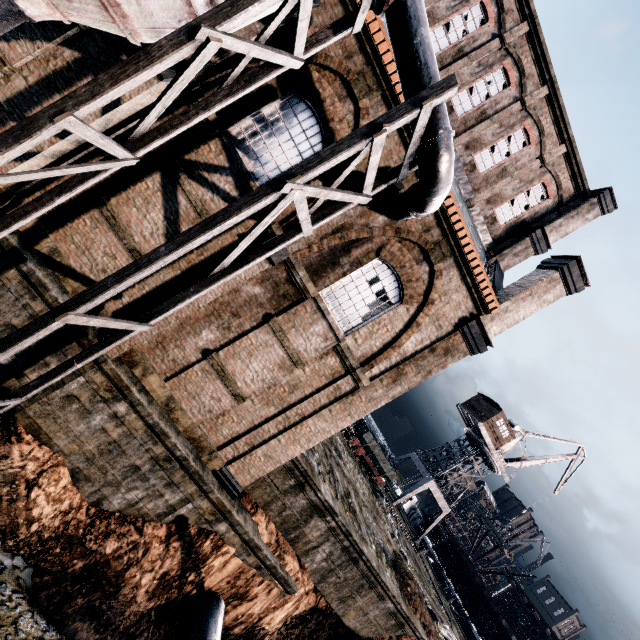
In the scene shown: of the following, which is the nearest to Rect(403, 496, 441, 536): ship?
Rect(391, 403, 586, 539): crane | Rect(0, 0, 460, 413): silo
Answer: Rect(391, 403, 586, 539): crane

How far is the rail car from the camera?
29.57m

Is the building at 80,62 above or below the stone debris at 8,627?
above

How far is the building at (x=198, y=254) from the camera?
10.77m

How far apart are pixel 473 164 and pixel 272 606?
22.5 meters

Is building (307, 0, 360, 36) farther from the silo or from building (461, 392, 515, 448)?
building (461, 392, 515, 448)

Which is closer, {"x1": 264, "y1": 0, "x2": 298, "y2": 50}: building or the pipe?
{"x1": 264, "y1": 0, "x2": 298, "y2": 50}: building

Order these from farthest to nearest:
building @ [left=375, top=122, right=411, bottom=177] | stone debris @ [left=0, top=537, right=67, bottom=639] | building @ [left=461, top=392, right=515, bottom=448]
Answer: building @ [left=461, top=392, right=515, bottom=448] < building @ [left=375, top=122, right=411, bottom=177] < stone debris @ [left=0, top=537, right=67, bottom=639]
